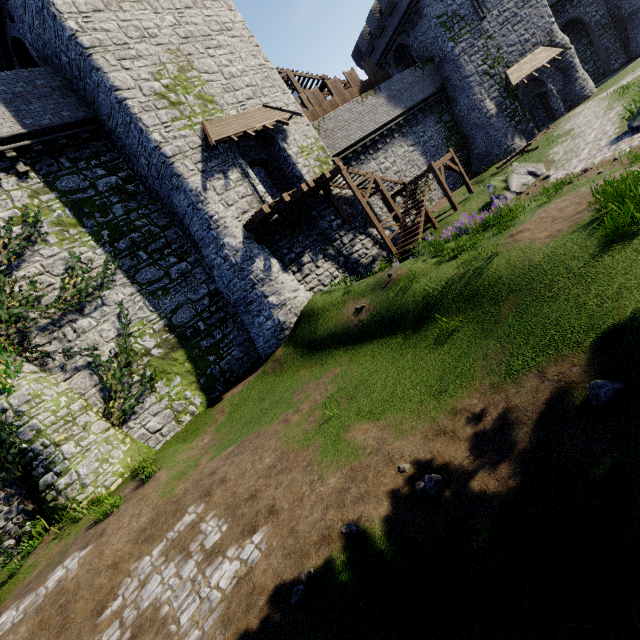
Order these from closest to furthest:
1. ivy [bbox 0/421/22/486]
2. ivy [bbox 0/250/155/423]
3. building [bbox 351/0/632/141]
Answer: ivy [bbox 0/421/22/486] < ivy [bbox 0/250/155/423] < building [bbox 351/0/632/141]

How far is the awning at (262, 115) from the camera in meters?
14.9

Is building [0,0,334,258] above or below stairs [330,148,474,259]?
above

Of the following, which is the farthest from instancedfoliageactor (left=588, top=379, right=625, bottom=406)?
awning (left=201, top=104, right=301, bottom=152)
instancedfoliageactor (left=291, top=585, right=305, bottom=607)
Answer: awning (left=201, top=104, right=301, bottom=152)

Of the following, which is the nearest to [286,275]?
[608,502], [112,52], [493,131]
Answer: [112,52]

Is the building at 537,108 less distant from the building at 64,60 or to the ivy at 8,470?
the building at 64,60

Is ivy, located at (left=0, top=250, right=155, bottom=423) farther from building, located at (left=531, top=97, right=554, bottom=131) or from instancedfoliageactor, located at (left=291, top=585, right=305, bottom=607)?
building, located at (left=531, top=97, right=554, bottom=131)

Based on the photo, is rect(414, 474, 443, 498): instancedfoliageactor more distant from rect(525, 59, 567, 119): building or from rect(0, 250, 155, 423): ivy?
rect(525, 59, 567, 119): building
